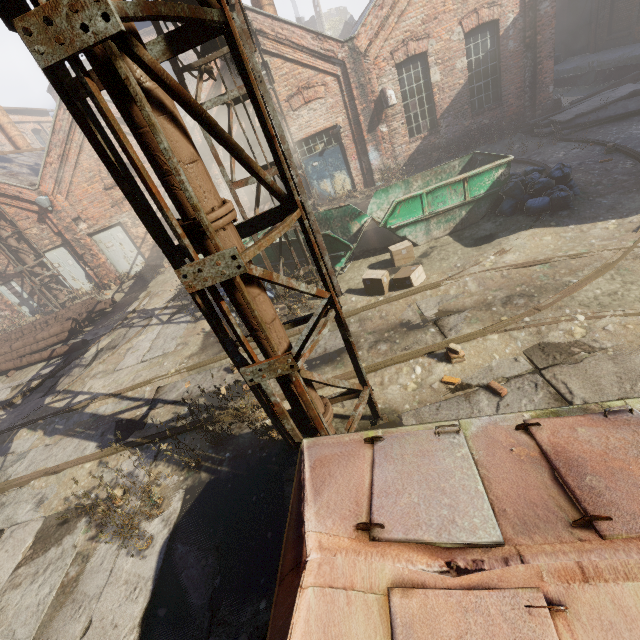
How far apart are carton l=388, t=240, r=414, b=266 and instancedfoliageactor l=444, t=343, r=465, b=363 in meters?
3.6 m

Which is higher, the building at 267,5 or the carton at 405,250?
the building at 267,5

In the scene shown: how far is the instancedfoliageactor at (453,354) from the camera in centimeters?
483cm

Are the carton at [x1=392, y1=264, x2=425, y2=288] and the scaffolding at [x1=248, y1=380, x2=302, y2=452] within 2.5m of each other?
no

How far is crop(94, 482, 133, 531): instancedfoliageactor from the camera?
3.9 meters

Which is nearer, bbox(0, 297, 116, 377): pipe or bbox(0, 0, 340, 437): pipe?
bbox(0, 0, 340, 437): pipe

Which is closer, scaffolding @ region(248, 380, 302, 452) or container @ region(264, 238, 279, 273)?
scaffolding @ region(248, 380, 302, 452)

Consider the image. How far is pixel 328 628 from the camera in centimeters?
160cm
